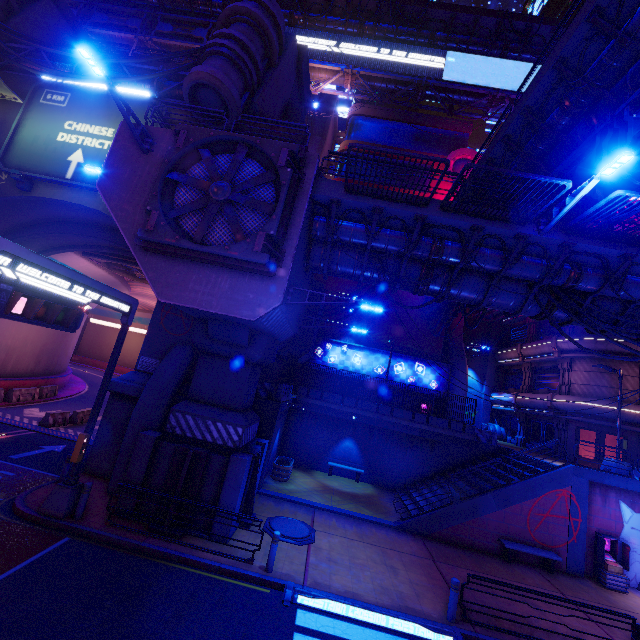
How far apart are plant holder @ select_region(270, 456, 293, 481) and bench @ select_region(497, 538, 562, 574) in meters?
10.5

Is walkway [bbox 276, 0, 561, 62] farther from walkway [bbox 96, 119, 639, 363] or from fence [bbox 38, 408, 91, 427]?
fence [bbox 38, 408, 91, 427]

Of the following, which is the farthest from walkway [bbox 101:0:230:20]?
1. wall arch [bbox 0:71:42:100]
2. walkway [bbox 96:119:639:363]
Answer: walkway [bbox 96:119:639:363]

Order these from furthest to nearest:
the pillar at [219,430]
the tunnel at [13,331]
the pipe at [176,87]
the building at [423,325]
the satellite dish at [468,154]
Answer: the satellite dish at [468,154]
the building at [423,325]
the tunnel at [13,331]
the pipe at [176,87]
the pillar at [219,430]

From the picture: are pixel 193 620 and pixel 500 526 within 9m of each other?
no

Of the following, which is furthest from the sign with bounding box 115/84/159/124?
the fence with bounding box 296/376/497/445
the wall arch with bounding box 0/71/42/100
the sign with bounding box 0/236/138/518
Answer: the fence with bounding box 296/376/497/445

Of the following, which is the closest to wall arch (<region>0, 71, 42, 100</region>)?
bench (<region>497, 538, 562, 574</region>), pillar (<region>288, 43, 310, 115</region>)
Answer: pillar (<region>288, 43, 310, 115</region>)

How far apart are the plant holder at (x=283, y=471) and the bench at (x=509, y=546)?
10.49m
